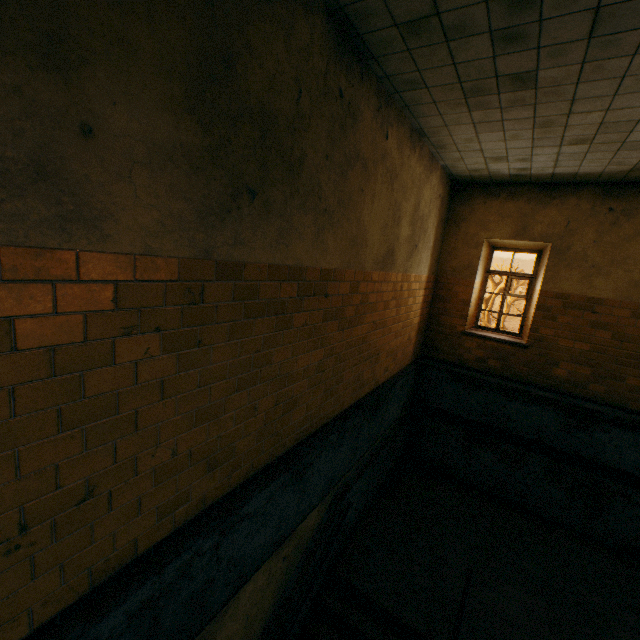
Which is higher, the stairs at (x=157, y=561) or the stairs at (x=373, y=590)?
the stairs at (x=157, y=561)

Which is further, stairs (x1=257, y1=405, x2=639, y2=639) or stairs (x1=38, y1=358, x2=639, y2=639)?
stairs (x1=257, y1=405, x2=639, y2=639)

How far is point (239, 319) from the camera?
2.39m

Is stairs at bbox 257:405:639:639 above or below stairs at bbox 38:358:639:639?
below

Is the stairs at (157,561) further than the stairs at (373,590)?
No
